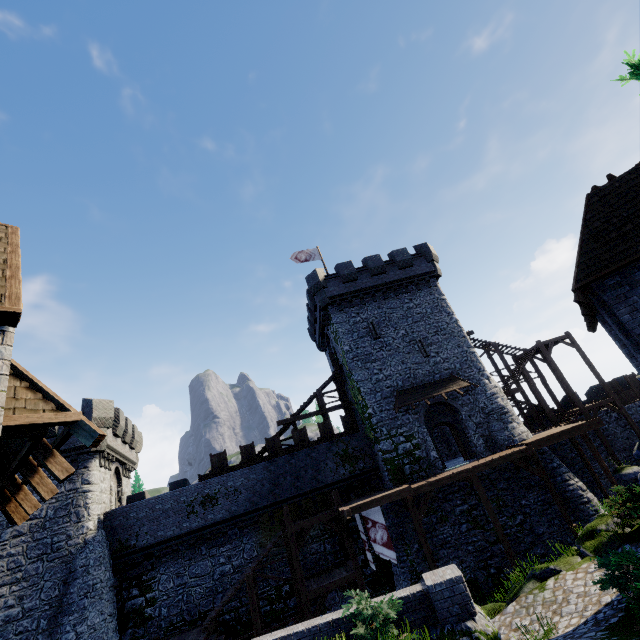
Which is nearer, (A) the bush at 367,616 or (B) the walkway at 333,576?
(A) the bush at 367,616

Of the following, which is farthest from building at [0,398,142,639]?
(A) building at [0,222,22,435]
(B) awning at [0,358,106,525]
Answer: (B) awning at [0,358,106,525]

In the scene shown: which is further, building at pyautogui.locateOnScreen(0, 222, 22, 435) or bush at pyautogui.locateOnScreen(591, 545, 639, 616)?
bush at pyautogui.locateOnScreen(591, 545, 639, 616)

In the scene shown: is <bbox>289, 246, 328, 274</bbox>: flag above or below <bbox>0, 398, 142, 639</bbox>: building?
above

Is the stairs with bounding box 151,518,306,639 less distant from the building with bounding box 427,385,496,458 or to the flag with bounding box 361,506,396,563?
the flag with bounding box 361,506,396,563

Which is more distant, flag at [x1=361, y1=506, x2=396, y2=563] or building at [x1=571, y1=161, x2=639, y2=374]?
flag at [x1=361, y1=506, x2=396, y2=563]

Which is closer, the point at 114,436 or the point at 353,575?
the point at 353,575

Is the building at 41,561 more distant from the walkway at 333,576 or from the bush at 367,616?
the bush at 367,616
